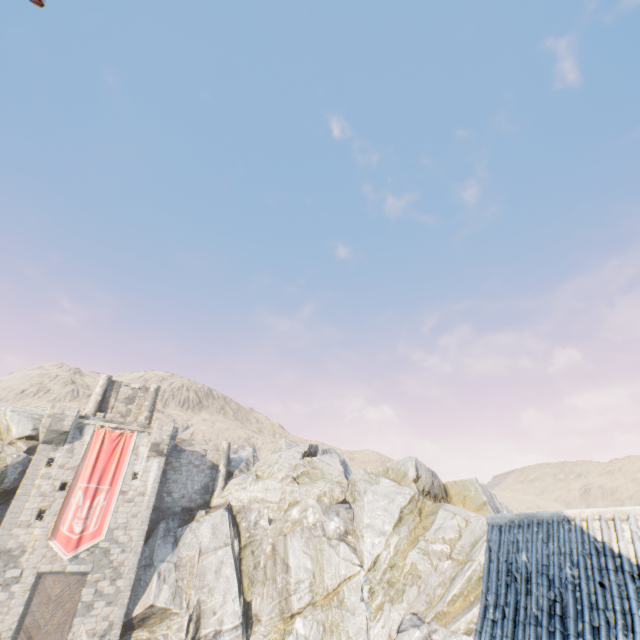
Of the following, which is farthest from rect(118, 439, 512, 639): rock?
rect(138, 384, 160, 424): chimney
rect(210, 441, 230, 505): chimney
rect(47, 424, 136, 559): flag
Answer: rect(138, 384, 160, 424): chimney

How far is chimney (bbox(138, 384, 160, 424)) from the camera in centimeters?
3319cm

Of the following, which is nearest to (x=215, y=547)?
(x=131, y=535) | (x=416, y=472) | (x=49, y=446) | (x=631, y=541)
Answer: (x=131, y=535)

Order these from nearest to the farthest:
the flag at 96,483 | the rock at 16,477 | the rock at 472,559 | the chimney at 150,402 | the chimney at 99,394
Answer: the rock at 472,559, the flag at 96,483, the rock at 16,477, the chimney at 99,394, the chimney at 150,402

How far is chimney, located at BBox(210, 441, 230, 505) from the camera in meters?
31.5 m

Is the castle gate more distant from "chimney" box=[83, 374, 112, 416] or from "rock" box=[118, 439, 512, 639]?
"chimney" box=[83, 374, 112, 416]

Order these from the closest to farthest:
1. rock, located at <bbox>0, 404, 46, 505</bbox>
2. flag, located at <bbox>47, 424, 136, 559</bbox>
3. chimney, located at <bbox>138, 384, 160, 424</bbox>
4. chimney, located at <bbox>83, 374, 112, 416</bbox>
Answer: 1. flag, located at <bbox>47, 424, 136, 559</bbox>
2. rock, located at <bbox>0, 404, 46, 505</bbox>
3. chimney, located at <bbox>83, 374, 112, 416</bbox>
4. chimney, located at <bbox>138, 384, 160, 424</bbox>

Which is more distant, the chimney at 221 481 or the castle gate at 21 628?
the chimney at 221 481
